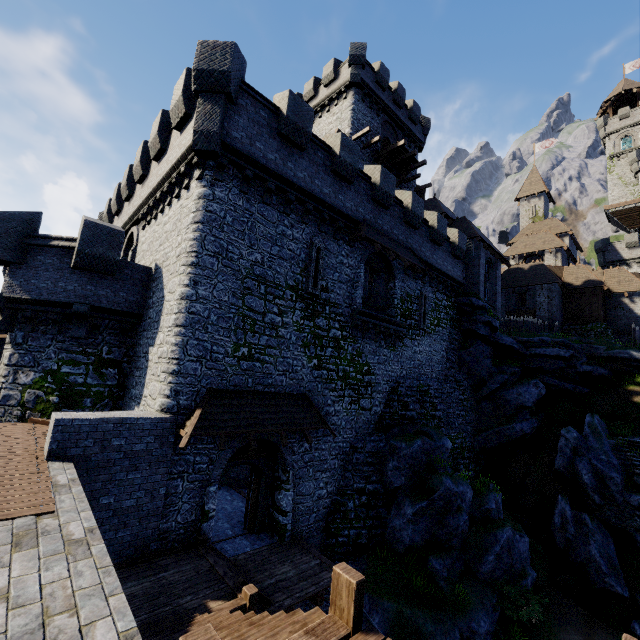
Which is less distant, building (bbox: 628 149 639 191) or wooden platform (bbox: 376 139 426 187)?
wooden platform (bbox: 376 139 426 187)

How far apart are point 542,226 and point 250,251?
45.4m

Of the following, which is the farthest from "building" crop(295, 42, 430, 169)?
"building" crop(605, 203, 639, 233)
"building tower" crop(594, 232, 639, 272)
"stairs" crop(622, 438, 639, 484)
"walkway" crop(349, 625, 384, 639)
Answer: "building" crop(605, 203, 639, 233)

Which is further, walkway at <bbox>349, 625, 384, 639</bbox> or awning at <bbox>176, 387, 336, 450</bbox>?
awning at <bbox>176, 387, 336, 450</bbox>

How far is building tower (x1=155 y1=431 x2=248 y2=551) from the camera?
9.8 meters

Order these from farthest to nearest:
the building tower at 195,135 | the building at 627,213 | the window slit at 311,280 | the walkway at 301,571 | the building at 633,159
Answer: the building at 627,213 → the building at 633,159 → the window slit at 311,280 → the building tower at 195,135 → the walkway at 301,571

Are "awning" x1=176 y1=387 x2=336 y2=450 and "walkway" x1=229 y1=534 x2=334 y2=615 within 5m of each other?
yes

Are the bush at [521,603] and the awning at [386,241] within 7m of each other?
no
